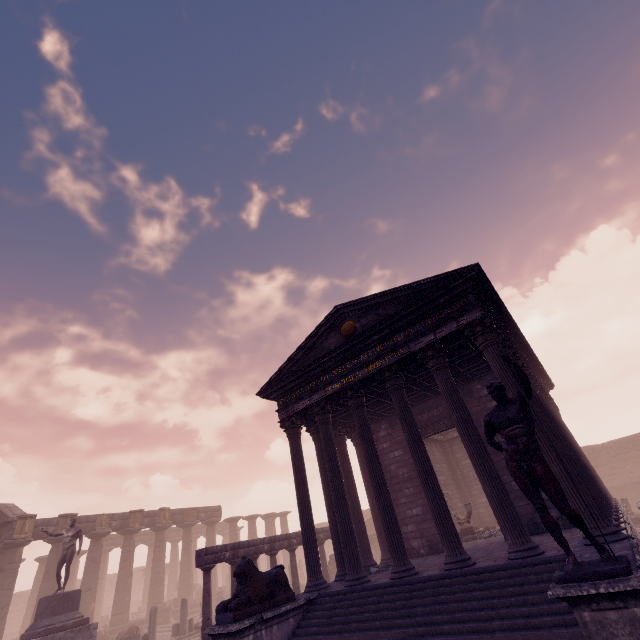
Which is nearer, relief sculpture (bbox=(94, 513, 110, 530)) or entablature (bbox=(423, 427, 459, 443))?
entablature (bbox=(423, 427, 459, 443))

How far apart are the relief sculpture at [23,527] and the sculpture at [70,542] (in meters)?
7.81

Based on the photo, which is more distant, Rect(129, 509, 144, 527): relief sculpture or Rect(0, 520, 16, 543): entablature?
Rect(129, 509, 144, 527): relief sculpture

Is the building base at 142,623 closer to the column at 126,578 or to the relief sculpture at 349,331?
the column at 126,578

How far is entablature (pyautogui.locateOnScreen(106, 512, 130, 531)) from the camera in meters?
23.0 m

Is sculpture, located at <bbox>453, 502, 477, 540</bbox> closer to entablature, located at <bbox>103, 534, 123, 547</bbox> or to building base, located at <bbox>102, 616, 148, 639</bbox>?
building base, located at <bbox>102, 616, 148, 639</bbox>

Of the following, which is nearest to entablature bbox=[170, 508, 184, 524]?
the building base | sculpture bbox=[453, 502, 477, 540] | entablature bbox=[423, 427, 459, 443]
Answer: the building base

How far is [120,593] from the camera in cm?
2161
